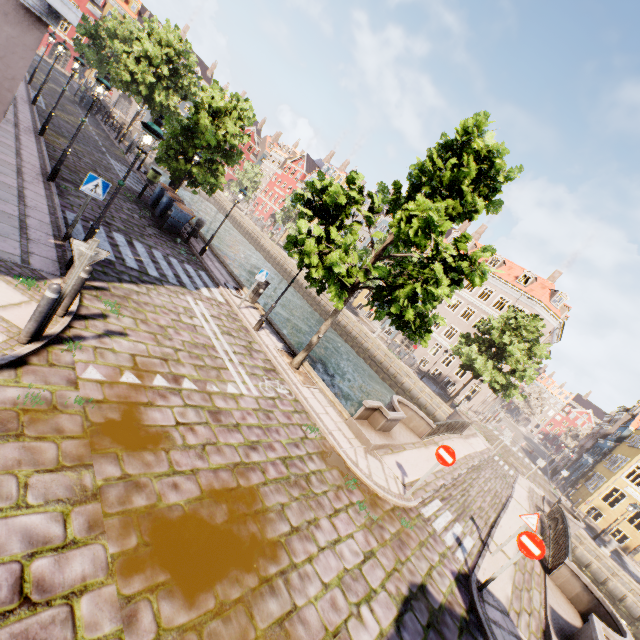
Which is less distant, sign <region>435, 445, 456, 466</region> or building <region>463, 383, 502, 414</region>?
sign <region>435, 445, 456, 466</region>

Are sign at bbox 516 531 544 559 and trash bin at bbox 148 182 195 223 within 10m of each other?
no

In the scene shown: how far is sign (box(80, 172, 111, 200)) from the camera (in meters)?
7.65

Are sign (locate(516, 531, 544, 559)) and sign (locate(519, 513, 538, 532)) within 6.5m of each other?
yes

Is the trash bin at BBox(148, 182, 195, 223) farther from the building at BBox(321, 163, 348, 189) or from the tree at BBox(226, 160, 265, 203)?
the building at BBox(321, 163, 348, 189)

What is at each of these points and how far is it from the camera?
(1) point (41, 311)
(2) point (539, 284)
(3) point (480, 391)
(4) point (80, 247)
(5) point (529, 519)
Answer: (1) bollard, 4.77m
(2) building, 36.81m
(3) building, 36.84m
(4) sign, 4.69m
(5) sign, 9.34m

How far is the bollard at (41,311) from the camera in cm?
471

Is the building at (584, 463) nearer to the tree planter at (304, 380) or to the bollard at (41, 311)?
the tree planter at (304, 380)
